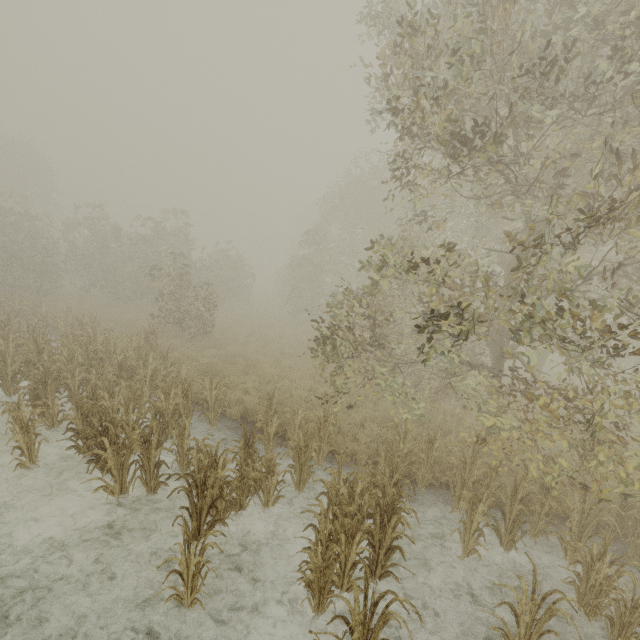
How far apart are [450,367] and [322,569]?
5.7m
